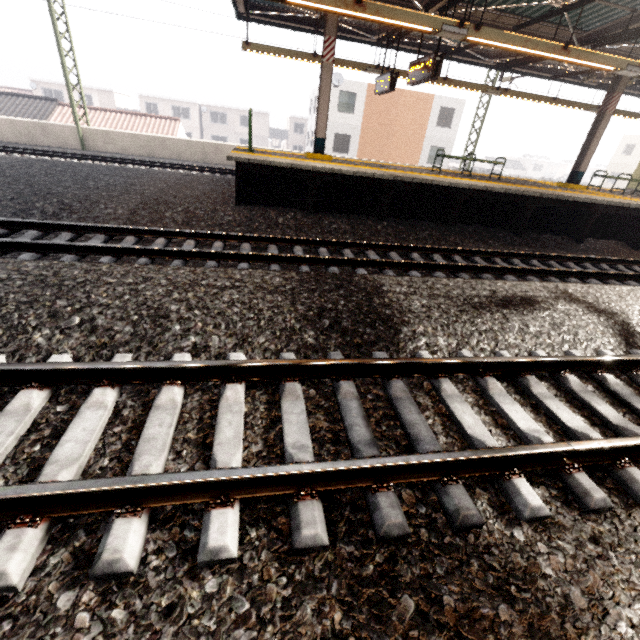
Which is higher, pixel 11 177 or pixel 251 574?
pixel 11 177

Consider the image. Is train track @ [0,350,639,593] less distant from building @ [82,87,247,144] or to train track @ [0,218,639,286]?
train track @ [0,218,639,286]

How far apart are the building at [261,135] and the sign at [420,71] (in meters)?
45.80

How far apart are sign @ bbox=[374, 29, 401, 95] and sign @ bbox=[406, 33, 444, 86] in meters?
1.3 m

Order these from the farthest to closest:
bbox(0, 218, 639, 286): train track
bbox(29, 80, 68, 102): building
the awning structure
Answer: bbox(29, 80, 68, 102): building, the awning structure, bbox(0, 218, 639, 286): train track

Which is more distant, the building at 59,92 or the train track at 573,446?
the building at 59,92

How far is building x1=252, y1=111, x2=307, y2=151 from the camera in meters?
47.4

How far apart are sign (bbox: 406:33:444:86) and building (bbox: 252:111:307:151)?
45.8m
